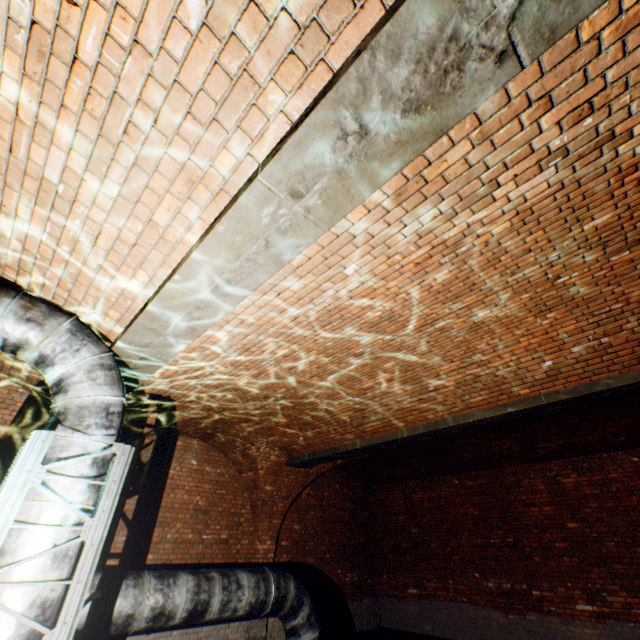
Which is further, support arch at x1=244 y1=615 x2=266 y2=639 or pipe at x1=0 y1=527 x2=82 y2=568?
support arch at x1=244 y1=615 x2=266 y2=639

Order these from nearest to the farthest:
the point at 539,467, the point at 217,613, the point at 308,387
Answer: the point at 217,613, the point at 308,387, the point at 539,467

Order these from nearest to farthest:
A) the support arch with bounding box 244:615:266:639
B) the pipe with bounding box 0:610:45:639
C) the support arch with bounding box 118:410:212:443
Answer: the pipe with bounding box 0:610:45:639
the support arch with bounding box 118:410:212:443
the support arch with bounding box 244:615:266:639

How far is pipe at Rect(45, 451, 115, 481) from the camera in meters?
2.7

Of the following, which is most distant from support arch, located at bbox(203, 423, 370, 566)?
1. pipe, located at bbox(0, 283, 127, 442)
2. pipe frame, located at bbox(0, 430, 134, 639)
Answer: pipe frame, located at bbox(0, 430, 134, 639)

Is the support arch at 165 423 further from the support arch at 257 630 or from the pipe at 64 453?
the pipe at 64 453

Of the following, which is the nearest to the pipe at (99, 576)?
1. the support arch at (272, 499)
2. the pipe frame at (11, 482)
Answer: the pipe frame at (11, 482)
